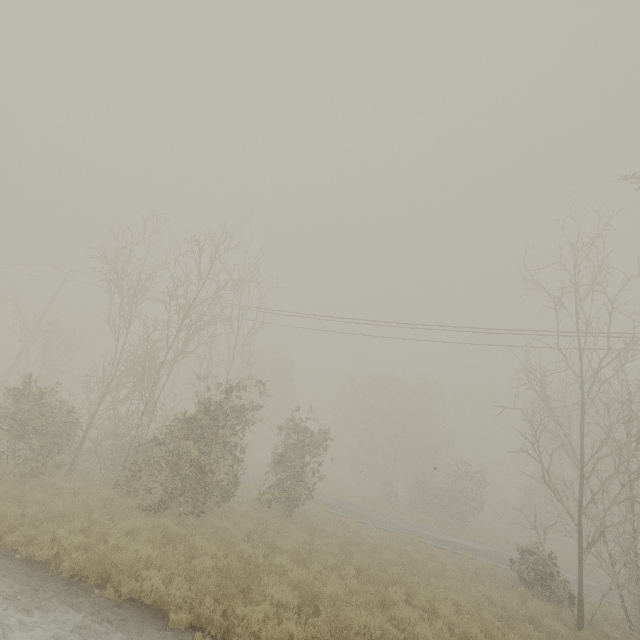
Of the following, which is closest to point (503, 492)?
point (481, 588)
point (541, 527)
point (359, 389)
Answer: point (359, 389)
